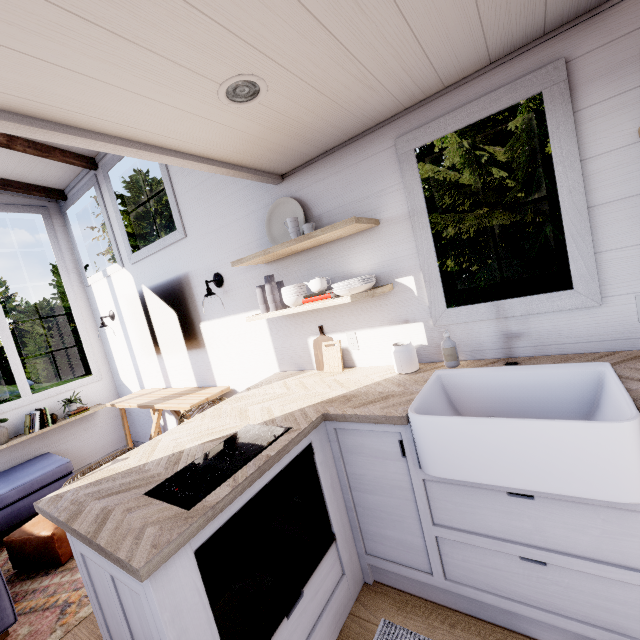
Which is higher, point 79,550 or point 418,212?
point 418,212

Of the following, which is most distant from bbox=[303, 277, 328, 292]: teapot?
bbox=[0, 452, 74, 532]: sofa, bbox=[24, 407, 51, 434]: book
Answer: bbox=[24, 407, 51, 434]: book

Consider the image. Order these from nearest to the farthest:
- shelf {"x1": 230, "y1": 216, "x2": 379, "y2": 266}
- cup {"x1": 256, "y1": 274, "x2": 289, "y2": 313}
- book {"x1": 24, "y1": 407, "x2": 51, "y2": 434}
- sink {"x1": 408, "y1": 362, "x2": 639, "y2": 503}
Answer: sink {"x1": 408, "y1": 362, "x2": 639, "y2": 503}, shelf {"x1": 230, "y1": 216, "x2": 379, "y2": 266}, cup {"x1": 256, "y1": 274, "x2": 289, "y2": 313}, book {"x1": 24, "y1": 407, "x2": 51, "y2": 434}

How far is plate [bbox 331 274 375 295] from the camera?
2.0m

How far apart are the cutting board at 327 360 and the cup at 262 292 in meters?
0.3 m

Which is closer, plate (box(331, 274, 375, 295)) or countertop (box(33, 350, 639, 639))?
countertop (box(33, 350, 639, 639))

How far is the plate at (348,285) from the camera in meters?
2.0

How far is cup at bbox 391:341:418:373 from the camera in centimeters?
199cm
